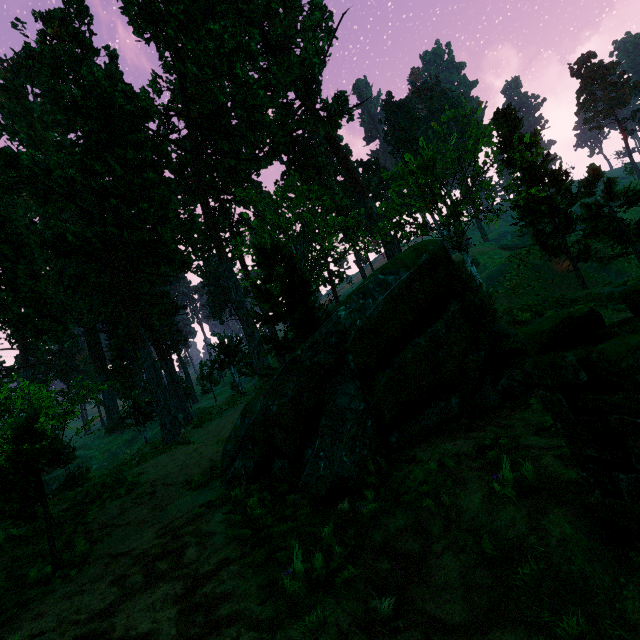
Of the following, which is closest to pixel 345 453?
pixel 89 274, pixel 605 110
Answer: pixel 89 274
